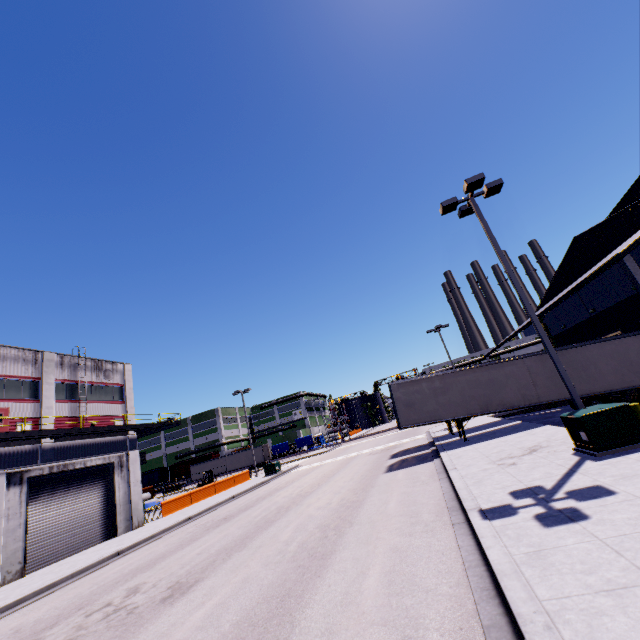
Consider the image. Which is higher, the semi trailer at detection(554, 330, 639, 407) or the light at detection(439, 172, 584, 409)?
the light at detection(439, 172, 584, 409)

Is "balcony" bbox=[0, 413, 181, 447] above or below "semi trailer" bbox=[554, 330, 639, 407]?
above

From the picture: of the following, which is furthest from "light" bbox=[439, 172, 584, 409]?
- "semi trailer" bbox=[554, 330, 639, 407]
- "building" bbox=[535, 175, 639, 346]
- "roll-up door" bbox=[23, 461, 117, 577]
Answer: "roll-up door" bbox=[23, 461, 117, 577]

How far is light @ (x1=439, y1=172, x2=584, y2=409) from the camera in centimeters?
1064cm

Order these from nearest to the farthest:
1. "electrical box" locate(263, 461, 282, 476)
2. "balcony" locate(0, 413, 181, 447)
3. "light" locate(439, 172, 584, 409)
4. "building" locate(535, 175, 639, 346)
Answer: "light" locate(439, 172, 584, 409), "building" locate(535, 175, 639, 346), "balcony" locate(0, 413, 181, 447), "electrical box" locate(263, 461, 282, 476)

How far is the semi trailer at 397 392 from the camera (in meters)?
17.59

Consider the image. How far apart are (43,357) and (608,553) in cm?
3511

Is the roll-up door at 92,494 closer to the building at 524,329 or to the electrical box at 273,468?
the building at 524,329
